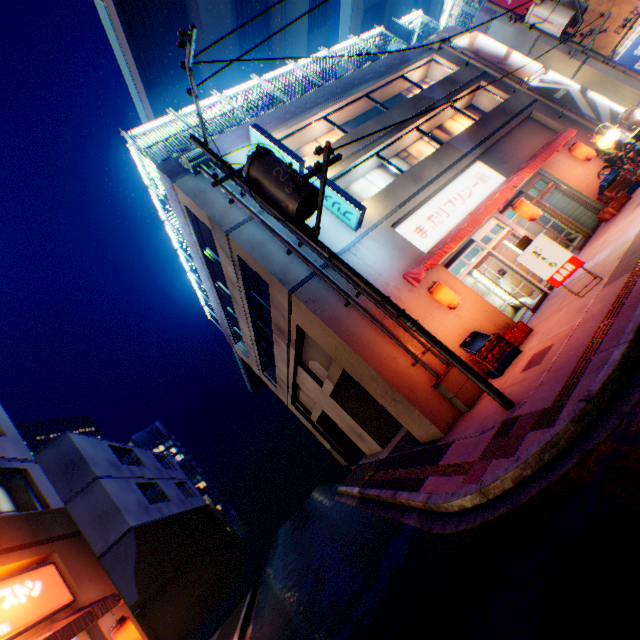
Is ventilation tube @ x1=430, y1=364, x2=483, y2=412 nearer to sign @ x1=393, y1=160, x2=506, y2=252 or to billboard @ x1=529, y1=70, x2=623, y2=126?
sign @ x1=393, y1=160, x2=506, y2=252

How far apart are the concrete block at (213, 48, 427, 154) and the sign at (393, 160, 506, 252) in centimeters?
627cm

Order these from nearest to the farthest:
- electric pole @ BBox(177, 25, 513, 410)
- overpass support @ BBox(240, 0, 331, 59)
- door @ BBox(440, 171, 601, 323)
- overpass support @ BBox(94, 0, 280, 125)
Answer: electric pole @ BBox(177, 25, 513, 410), door @ BBox(440, 171, 601, 323), overpass support @ BBox(94, 0, 280, 125), overpass support @ BBox(240, 0, 331, 59)

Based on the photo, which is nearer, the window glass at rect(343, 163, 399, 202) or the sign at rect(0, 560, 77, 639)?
the sign at rect(0, 560, 77, 639)

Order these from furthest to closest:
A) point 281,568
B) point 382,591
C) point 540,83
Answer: point 540,83 < point 281,568 < point 382,591

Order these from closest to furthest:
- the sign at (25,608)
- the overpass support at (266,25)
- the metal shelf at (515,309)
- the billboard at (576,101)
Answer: the sign at (25,608) < the metal shelf at (515,309) < the billboard at (576,101) < the overpass support at (266,25)

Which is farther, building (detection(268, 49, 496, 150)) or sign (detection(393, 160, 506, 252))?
building (detection(268, 49, 496, 150))

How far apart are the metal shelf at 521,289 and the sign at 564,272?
4.10m
